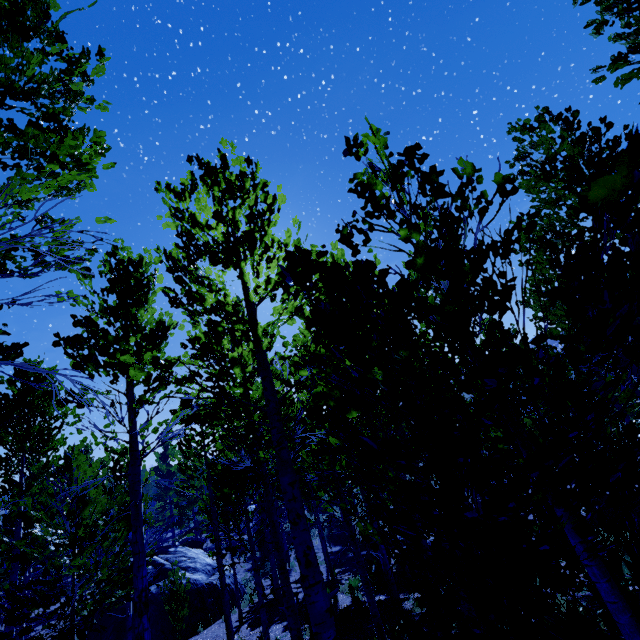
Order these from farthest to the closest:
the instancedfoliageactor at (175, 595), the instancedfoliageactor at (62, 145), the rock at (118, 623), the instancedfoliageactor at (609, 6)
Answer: the rock at (118, 623), the instancedfoliageactor at (175, 595), the instancedfoliageactor at (609, 6), the instancedfoliageactor at (62, 145)

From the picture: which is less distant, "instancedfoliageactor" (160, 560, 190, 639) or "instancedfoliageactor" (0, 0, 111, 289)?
"instancedfoliageactor" (0, 0, 111, 289)

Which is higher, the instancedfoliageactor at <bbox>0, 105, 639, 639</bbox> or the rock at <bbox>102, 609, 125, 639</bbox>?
the instancedfoliageactor at <bbox>0, 105, 639, 639</bbox>

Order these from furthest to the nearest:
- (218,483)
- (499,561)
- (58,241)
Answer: (218,483) → (58,241) → (499,561)

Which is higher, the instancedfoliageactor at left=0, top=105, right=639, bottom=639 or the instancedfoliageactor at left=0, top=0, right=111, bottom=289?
the instancedfoliageactor at left=0, top=0, right=111, bottom=289

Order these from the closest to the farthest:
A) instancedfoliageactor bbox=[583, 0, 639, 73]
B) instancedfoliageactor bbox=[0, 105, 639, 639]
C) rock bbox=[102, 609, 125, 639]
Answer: instancedfoliageactor bbox=[0, 105, 639, 639] → instancedfoliageactor bbox=[583, 0, 639, 73] → rock bbox=[102, 609, 125, 639]

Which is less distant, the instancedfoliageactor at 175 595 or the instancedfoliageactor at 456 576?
the instancedfoliageactor at 456 576
